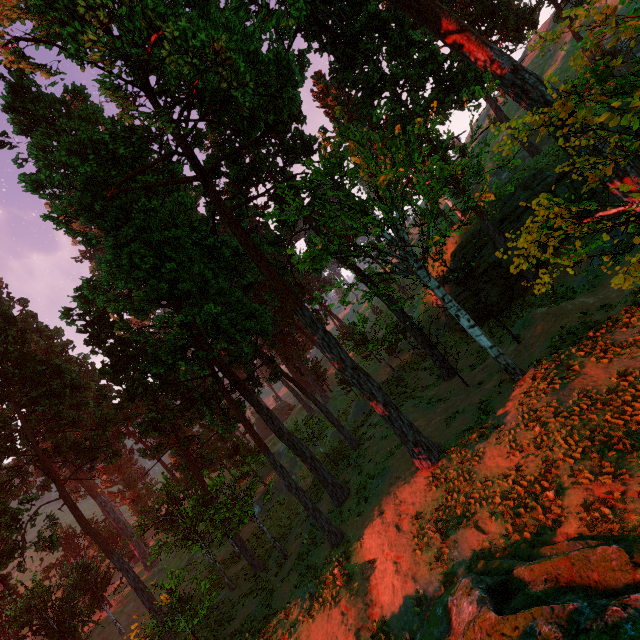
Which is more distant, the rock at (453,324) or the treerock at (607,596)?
the rock at (453,324)

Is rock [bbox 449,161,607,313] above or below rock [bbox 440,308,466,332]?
above

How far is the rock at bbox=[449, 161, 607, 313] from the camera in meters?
24.3 m

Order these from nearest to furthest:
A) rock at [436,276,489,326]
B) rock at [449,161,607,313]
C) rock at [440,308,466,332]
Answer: rock at [449,161,607,313] → rock at [436,276,489,326] → rock at [440,308,466,332]

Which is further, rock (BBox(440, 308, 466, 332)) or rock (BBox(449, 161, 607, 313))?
rock (BBox(440, 308, 466, 332))

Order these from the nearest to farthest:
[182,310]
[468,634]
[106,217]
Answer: [468,634]
[182,310]
[106,217]
